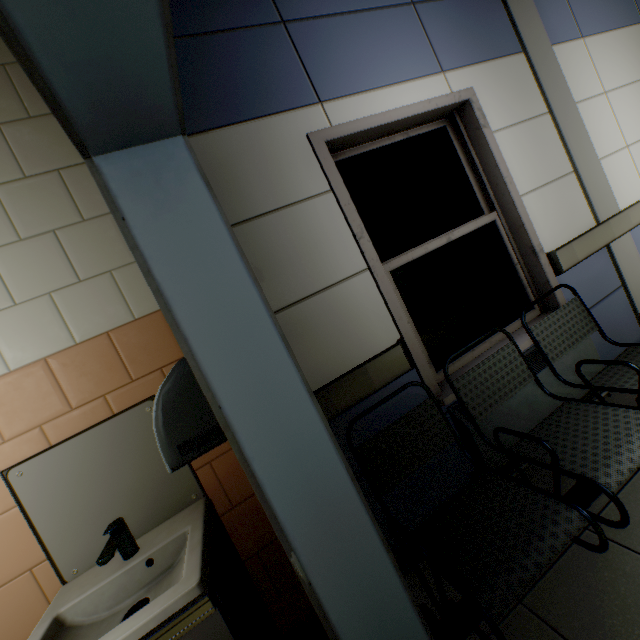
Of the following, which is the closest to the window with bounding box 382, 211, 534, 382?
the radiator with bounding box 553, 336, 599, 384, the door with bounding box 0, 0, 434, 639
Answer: the radiator with bounding box 553, 336, 599, 384

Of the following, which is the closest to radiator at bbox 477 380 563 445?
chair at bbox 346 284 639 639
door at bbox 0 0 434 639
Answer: chair at bbox 346 284 639 639

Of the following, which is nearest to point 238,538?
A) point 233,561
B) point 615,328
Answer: point 233,561

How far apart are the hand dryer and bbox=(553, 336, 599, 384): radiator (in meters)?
1.45

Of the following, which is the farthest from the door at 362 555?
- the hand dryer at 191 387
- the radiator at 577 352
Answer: the radiator at 577 352

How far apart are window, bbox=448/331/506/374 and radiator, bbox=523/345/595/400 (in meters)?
0.21

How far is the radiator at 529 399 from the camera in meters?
1.9
